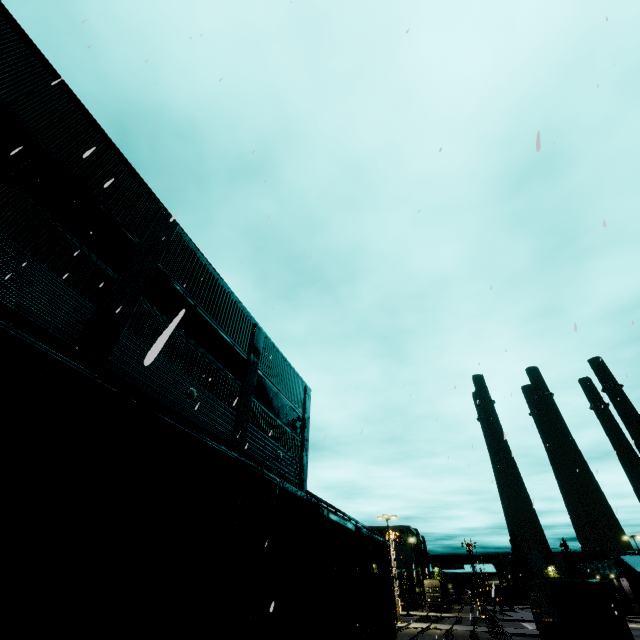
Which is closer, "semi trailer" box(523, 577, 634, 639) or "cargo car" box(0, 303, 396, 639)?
"cargo car" box(0, 303, 396, 639)

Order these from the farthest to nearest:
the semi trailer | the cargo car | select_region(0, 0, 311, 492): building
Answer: the semi trailer < select_region(0, 0, 311, 492): building < the cargo car

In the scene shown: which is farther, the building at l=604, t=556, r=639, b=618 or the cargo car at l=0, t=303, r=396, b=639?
the building at l=604, t=556, r=639, b=618

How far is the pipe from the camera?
14.8 meters

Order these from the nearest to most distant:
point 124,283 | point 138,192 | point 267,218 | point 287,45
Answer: point 267,218, point 287,45, point 124,283, point 138,192

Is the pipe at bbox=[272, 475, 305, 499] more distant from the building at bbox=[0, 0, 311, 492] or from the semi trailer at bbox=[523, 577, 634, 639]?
the semi trailer at bbox=[523, 577, 634, 639]

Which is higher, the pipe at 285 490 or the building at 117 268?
the building at 117 268

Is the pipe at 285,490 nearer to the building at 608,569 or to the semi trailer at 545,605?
the building at 608,569
